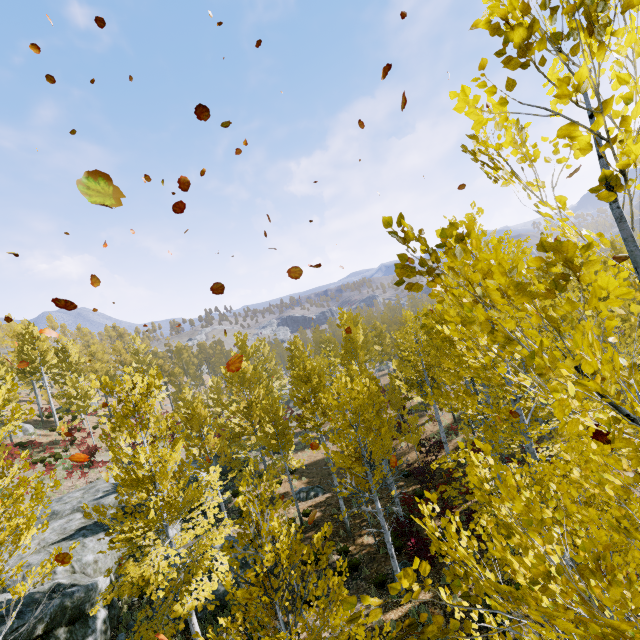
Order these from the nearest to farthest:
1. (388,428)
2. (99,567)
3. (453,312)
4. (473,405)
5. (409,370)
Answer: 1. (453,312)
2. (473,405)
3. (99,567)
4. (409,370)
5. (388,428)

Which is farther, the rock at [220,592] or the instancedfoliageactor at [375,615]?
the rock at [220,592]

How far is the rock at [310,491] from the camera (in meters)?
19.86

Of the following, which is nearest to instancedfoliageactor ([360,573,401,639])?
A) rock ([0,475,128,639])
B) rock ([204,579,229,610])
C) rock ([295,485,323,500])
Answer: rock ([0,475,128,639])

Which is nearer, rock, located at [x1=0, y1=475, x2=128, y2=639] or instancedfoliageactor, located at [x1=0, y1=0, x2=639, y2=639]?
instancedfoliageactor, located at [x1=0, y1=0, x2=639, y2=639]

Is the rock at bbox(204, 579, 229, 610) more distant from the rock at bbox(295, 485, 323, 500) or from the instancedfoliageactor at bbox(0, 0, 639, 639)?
the rock at bbox(295, 485, 323, 500)

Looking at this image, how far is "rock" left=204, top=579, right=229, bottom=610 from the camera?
11.9m

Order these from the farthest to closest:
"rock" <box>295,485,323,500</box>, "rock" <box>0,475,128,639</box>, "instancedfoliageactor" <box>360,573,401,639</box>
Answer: "rock" <box>295,485,323,500</box> < "rock" <box>0,475,128,639</box> < "instancedfoliageactor" <box>360,573,401,639</box>
